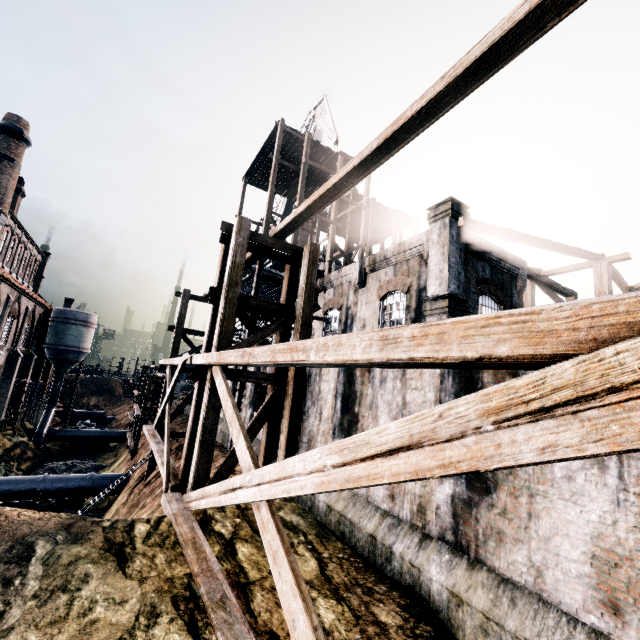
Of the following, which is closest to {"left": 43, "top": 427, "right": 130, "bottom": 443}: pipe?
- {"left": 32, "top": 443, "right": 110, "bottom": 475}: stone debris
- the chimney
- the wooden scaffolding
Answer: {"left": 32, "top": 443, "right": 110, "bottom": 475}: stone debris

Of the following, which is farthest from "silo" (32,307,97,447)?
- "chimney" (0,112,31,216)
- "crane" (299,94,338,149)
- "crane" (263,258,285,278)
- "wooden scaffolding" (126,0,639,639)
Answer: "wooden scaffolding" (126,0,639,639)

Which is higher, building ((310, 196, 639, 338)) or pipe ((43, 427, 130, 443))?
building ((310, 196, 639, 338))

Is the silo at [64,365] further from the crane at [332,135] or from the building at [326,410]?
the crane at [332,135]

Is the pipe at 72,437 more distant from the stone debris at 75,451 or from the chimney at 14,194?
the chimney at 14,194

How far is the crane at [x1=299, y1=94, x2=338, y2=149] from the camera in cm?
2932

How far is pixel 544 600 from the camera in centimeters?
528cm

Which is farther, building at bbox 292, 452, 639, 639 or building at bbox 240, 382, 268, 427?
building at bbox 240, 382, 268, 427
